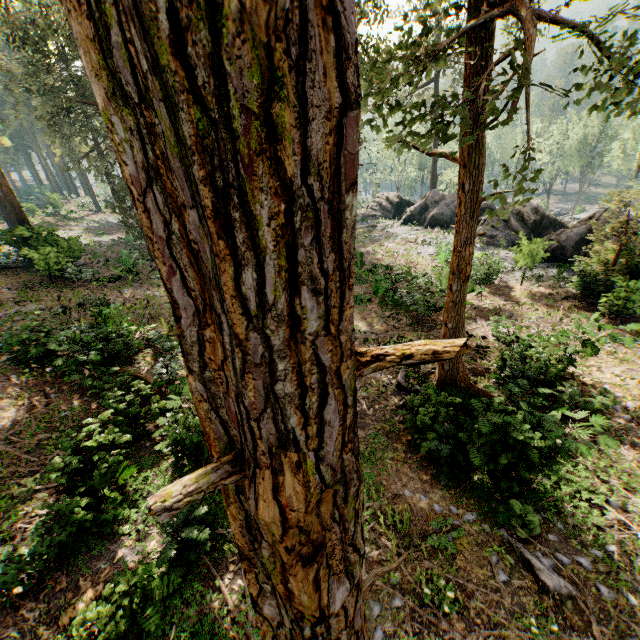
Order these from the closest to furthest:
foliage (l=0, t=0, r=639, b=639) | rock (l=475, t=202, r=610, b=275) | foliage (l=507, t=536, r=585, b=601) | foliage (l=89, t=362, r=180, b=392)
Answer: foliage (l=0, t=0, r=639, b=639), foliage (l=507, t=536, r=585, b=601), foliage (l=89, t=362, r=180, b=392), rock (l=475, t=202, r=610, b=275)

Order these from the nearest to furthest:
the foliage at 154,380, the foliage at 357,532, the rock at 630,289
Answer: the foliage at 357,532 → the foliage at 154,380 → the rock at 630,289

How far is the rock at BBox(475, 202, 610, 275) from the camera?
18.8 meters

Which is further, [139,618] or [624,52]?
[139,618]

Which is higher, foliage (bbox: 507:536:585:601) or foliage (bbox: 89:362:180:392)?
foliage (bbox: 89:362:180:392)

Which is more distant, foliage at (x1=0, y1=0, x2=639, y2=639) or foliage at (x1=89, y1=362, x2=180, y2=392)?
foliage at (x1=89, y1=362, x2=180, y2=392)

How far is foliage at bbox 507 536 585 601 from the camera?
6.97m

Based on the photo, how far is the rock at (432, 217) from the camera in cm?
3375
